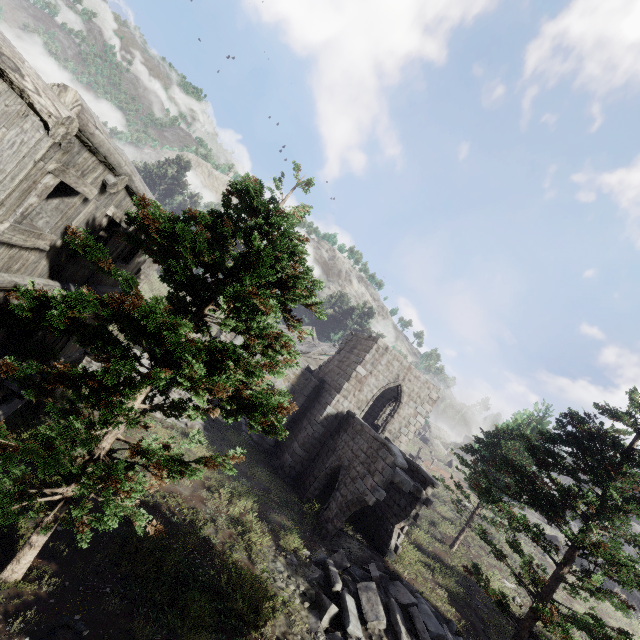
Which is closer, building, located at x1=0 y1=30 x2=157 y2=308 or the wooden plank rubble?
building, located at x1=0 y1=30 x2=157 y2=308

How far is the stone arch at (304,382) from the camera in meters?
20.4

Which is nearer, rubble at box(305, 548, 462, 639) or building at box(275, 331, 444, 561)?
rubble at box(305, 548, 462, 639)

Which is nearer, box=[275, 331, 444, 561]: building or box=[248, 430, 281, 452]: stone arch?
box=[275, 331, 444, 561]: building

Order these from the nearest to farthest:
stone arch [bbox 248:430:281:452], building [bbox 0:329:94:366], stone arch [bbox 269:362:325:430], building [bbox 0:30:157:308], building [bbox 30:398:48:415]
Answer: building [bbox 0:30:157:308] → building [bbox 0:329:94:366] → building [bbox 30:398:48:415] → stone arch [bbox 248:430:281:452] → stone arch [bbox 269:362:325:430]

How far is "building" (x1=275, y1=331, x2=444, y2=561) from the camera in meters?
14.1

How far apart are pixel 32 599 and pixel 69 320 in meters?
5.8

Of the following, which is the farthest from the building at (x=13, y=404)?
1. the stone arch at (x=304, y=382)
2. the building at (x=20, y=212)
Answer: the stone arch at (x=304, y=382)
